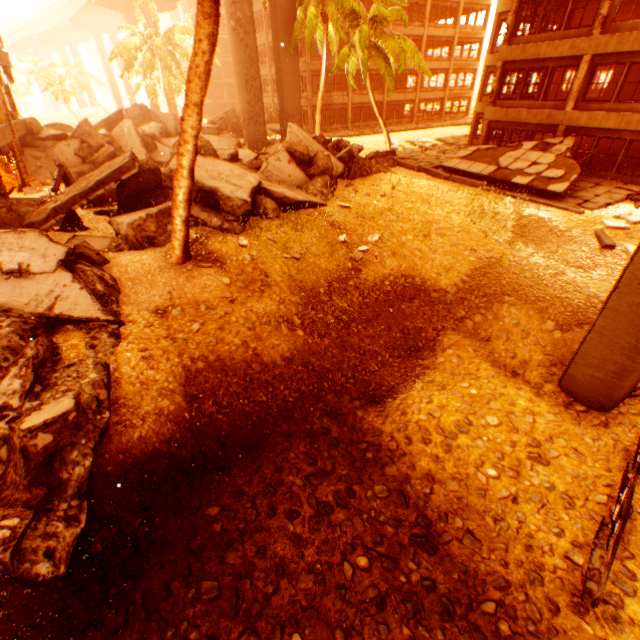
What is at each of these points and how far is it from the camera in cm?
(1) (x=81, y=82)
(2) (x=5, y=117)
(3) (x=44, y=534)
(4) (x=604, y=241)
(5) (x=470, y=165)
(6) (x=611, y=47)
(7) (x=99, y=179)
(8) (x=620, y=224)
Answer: (1) rubble, 5909
(2) pillar, 1492
(3) rock pile, 450
(4) concrete curb, 1180
(5) floor rubble, 1888
(6) wall corner piece, 1503
(7) floor rubble, 934
(8) rubble, 1270

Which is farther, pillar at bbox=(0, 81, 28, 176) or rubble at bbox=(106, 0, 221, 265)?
pillar at bbox=(0, 81, 28, 176)

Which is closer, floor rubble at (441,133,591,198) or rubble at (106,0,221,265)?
rubble at (106,0,221,265)

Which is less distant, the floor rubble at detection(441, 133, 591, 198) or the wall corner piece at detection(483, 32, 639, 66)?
the wall corner piece at detection(483, 32, 639, 66)

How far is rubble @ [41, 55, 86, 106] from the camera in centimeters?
5184cm

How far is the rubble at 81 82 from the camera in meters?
51.8

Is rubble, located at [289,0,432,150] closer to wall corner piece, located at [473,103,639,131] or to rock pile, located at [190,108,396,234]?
rock pile, located at [190,108,396,234]

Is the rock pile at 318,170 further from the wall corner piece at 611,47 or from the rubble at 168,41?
the wall corner piece at 611,47
